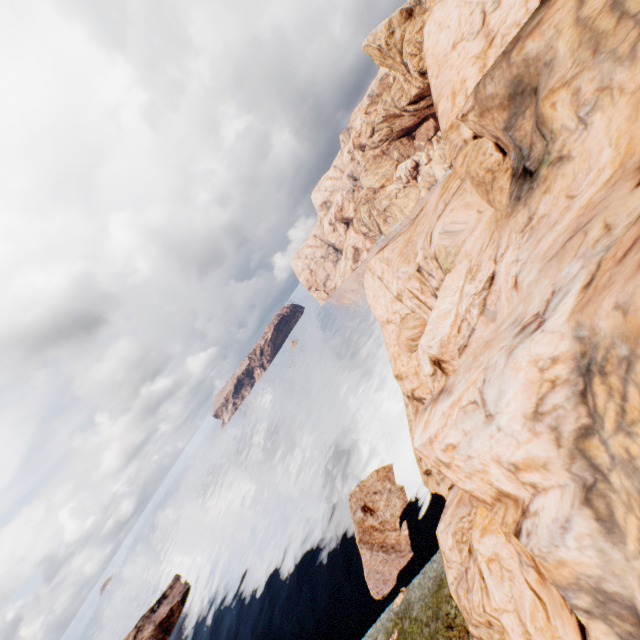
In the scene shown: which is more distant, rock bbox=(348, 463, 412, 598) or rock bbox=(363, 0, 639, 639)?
rock bbox=(348, 463, 412, 598)

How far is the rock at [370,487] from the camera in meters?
32.4

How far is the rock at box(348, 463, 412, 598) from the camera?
32.44m

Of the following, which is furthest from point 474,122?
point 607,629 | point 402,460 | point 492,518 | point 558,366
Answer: point 402,460

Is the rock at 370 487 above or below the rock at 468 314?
below

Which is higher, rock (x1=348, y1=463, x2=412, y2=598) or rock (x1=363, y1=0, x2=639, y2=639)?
rock (x1=363, y1=0, x2=639, y2=639)
